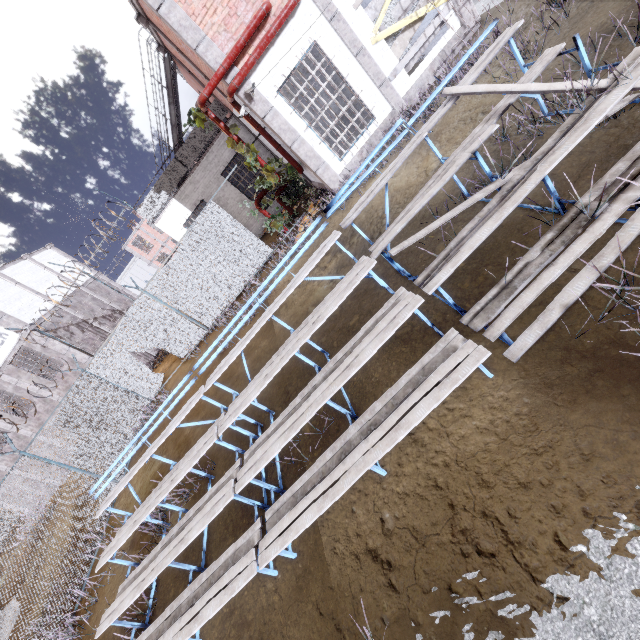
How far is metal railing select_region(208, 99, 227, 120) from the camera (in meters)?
13.45

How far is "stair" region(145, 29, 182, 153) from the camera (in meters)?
12.69

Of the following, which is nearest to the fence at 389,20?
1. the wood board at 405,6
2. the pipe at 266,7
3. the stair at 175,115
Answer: the wood board at 405,6

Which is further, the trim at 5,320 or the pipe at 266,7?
the trim at 5,320

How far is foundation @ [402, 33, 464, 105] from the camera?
9.2m

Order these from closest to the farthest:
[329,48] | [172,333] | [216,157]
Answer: [329,48], [172,333], [216,157]

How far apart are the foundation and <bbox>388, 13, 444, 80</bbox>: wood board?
0.3 meters

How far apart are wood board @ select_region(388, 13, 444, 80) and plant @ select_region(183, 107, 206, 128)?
3.90m
